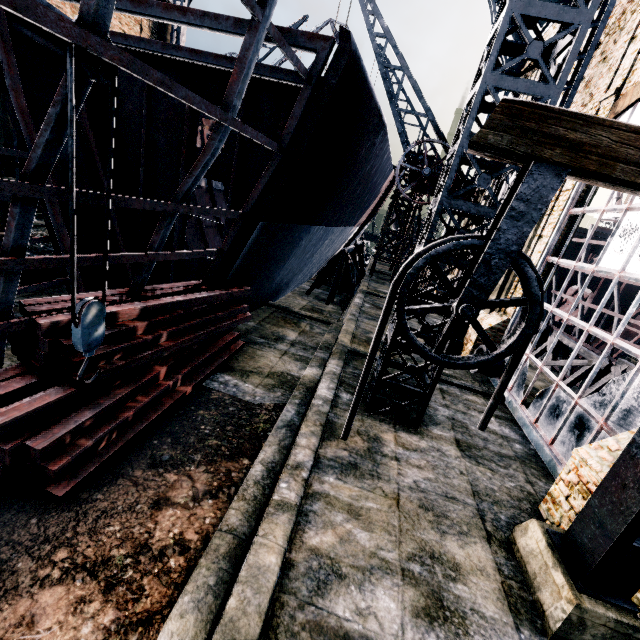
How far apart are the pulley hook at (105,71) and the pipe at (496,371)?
13.41m

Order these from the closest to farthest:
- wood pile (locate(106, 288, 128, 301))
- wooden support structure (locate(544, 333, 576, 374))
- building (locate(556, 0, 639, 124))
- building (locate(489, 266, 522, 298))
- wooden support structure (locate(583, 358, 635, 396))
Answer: wood pile (locate(106, 288, 128, 301)) → building (locate(556, 0, 639, 124)) → building (locate(489, 266, 522, 298)) → wooden support structure (locate(583, 358, 635, 396)) → wooden support structure (locate(544, 333, 576, 374))

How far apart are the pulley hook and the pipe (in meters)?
13.41

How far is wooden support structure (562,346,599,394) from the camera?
18.5m

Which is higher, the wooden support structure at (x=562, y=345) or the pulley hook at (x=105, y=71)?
the pulley hook at (x=105, y=71)

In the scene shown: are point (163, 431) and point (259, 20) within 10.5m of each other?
yes

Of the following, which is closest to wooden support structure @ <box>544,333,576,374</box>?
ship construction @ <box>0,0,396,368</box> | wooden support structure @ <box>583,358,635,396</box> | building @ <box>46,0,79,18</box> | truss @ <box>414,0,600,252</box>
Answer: wooden support structure @ <box>583,358,635,396</box>

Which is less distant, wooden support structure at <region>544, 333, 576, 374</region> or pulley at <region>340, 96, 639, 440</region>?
pulley at <region>340, 96, 639, 440</region>
